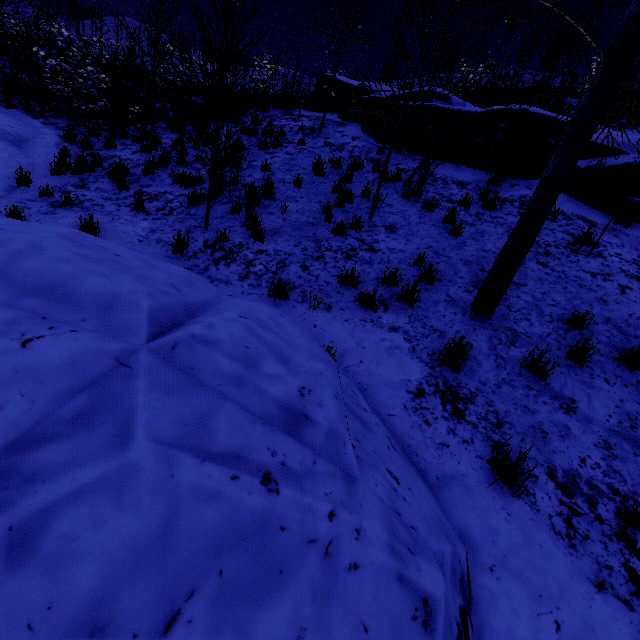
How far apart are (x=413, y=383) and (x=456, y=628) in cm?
245

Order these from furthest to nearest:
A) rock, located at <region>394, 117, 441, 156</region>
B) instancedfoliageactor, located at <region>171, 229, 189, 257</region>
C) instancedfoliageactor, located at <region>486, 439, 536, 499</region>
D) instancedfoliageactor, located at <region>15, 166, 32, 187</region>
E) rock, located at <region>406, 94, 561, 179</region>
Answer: rock, located at <region>394, 117, 441, 156</region> → rock, located at <region>406, 94, 561, 179</region> → instancedfoliageactor, located at <region>15, 166, 32, 187</region> → instancedfoliageactor, located at <region>171, 229, 189, 257</region> → instancedfoliageactor, located at <region>486, 439, 536, 499</region>

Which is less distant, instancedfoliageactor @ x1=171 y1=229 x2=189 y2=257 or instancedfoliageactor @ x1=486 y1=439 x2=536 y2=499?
instancedfoliageactor @ x1=486 y1=439 x2=536 y2=499

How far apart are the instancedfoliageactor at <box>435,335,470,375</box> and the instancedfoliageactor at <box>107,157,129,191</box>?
8.1m

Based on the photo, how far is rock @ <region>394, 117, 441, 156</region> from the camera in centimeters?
973cm

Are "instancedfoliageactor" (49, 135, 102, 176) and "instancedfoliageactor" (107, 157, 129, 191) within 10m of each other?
yes

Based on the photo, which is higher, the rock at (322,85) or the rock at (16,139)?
the rock at (322,85)

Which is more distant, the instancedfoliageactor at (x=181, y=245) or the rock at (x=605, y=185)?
the rock at (x=605, y=185)
